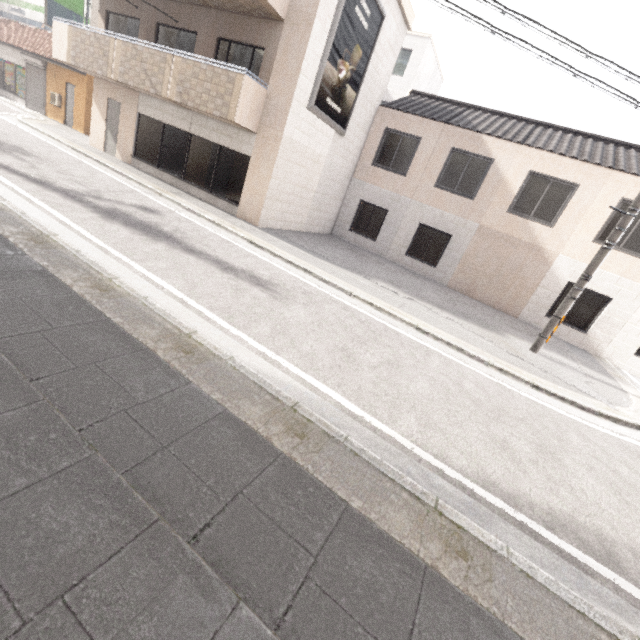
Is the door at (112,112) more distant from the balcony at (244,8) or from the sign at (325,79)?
the sign at (325,79)

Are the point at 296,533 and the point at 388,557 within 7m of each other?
yes

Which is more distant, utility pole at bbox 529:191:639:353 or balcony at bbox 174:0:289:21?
balcony at bbox 174:0:289:21

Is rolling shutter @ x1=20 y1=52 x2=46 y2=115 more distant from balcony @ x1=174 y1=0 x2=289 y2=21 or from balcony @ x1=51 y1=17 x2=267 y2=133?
balcony @ x1=174 y1=0 x2=289 y2=21

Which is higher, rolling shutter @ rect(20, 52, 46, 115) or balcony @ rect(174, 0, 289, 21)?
balcony @ rect(174, 0, 289, 21)

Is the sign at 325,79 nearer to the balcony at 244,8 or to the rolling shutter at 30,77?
the balcony at 244,8

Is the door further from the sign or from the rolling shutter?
the rolling shutter

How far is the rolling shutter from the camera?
17.7 meters
